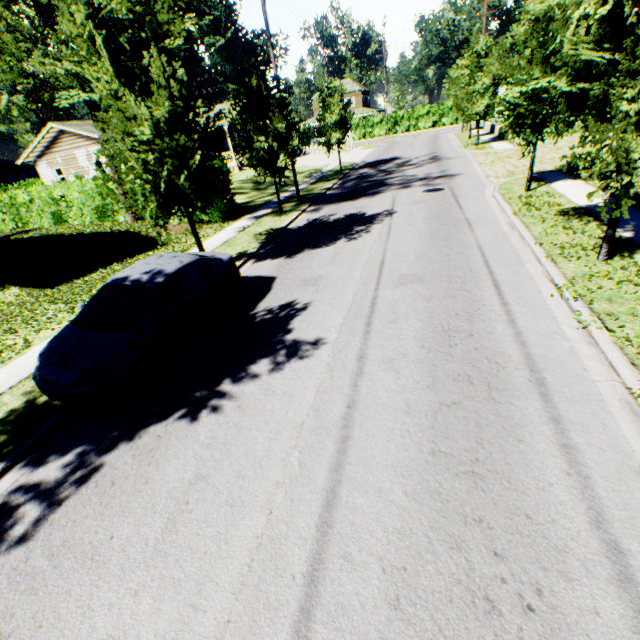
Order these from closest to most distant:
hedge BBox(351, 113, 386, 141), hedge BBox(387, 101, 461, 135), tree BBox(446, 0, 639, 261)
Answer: tree BBox(446, 0, 639, 261), hedge BBox(387, 101, 461, 135), hedge BBox(351, 113, 386, 141)

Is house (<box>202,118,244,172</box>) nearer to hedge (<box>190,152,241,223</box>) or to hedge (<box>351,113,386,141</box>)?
hedge (<box>190,152,241,223</box>)

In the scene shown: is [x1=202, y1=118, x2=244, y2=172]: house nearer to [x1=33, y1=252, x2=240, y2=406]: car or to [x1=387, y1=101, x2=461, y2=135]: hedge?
[x1=387, y1=101, x2=461, y2=135]: hedge

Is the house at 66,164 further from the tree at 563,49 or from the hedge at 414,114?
the hedge at 414,114

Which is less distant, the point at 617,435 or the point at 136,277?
the point at 617,435

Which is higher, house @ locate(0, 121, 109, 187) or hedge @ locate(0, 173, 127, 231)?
house @ locate(0, 121, 109, 187)
